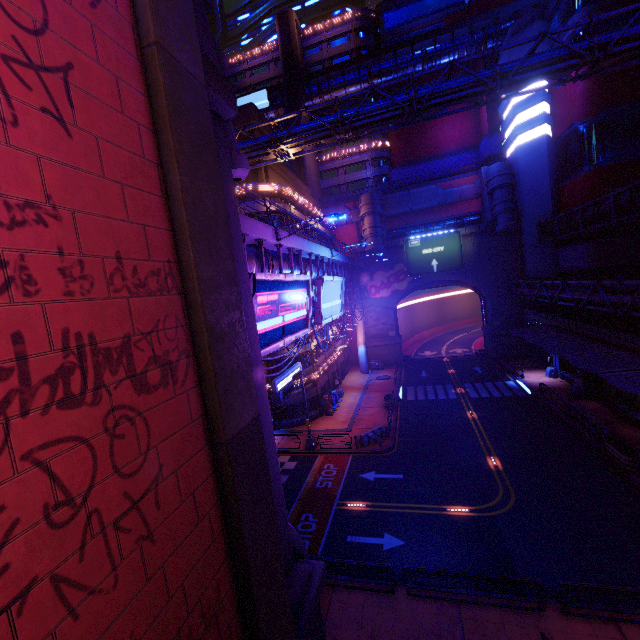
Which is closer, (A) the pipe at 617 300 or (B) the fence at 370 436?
(A) the pipe at 617 300

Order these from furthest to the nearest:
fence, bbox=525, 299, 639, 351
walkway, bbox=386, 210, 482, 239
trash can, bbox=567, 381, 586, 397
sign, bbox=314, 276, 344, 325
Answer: walkway, bbox=386, 210, 482, 239 < trash can, bbox=567, 381, 586, 397 < fence, bbox=525, 299, 639, 351 < sign, bbox=314, 276, 344, 325

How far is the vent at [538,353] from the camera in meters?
37.8

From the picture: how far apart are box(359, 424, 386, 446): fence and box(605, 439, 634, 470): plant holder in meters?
14.1

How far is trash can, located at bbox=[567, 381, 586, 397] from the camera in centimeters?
2875cm

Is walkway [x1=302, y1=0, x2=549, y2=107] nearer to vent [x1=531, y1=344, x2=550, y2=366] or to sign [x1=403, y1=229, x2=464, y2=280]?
sign [x1=403, y1=229, x2=464, y2=280]

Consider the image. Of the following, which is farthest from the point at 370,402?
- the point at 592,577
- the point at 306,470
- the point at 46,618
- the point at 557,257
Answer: the point at 46,618

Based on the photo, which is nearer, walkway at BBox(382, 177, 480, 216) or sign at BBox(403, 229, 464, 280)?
sign at BBox(403, 229, 464, 280)
